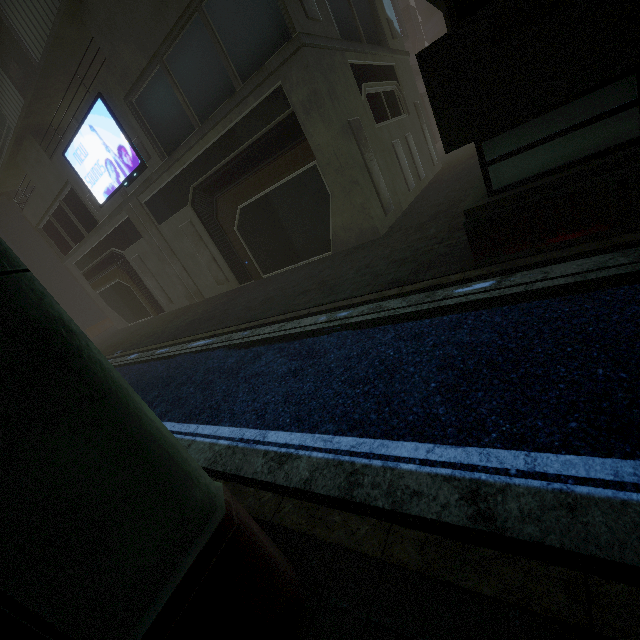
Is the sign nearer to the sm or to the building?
the building

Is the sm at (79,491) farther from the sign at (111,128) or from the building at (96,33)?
the sign at (111,128)

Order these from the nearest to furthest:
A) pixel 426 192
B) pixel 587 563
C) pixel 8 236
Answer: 1. pixel 587 563
2. pixel 426 192
3. pixel 8 236

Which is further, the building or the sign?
the sign

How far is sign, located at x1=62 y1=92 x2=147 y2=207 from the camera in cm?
1397

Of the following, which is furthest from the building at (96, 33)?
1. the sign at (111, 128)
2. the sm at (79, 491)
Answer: the sm at (79, 491)

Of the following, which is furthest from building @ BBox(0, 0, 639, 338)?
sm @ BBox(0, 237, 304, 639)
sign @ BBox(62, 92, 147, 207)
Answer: sm @ BBox(0, 237, 304, 639)
